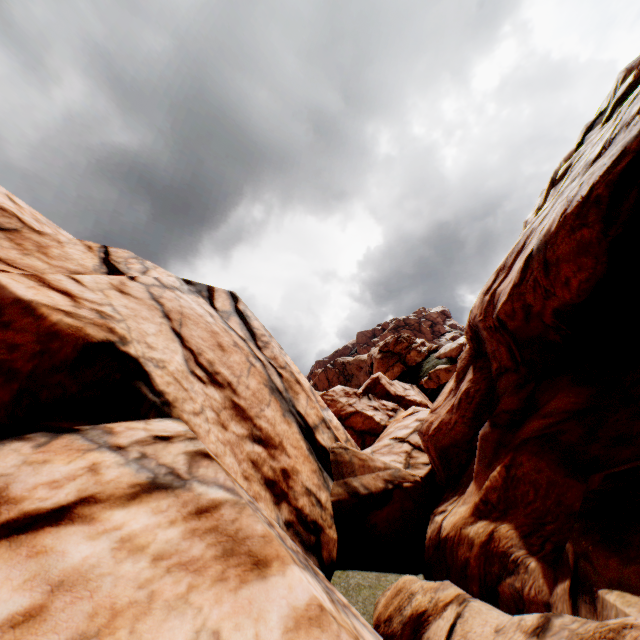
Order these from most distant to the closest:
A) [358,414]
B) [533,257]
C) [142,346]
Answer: [358,414] < [142,346] < [533,257]
